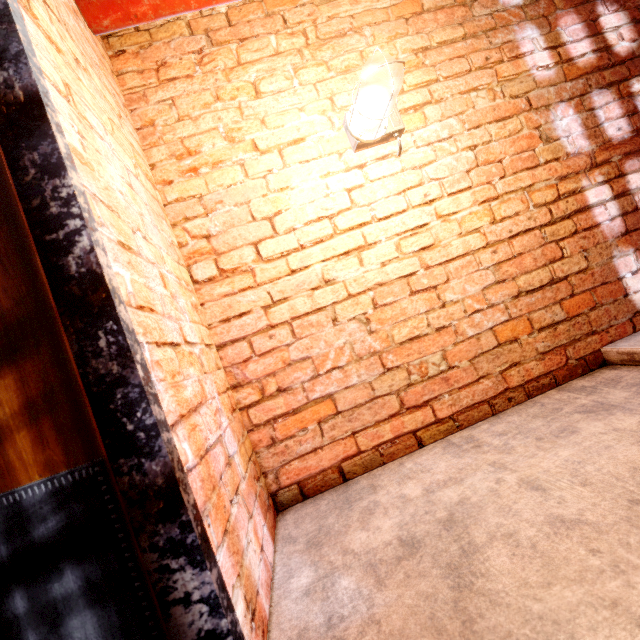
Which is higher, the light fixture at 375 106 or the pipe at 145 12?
the pipe at 145 12

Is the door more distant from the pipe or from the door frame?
the pipe

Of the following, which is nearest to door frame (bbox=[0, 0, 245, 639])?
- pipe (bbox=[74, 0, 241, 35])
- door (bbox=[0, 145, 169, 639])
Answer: door (bbox=[0, 145, 169, 639])

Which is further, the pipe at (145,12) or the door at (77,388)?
the pipe at (145,12)

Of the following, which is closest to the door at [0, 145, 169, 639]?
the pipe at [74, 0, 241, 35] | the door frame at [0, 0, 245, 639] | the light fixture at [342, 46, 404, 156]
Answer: the door frame at [0, 0, 245, 639]

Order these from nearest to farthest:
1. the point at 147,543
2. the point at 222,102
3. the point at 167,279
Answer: the point at 147,543, the point at 167,279, the point at 222,102

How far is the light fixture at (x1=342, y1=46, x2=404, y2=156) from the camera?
1.34m
